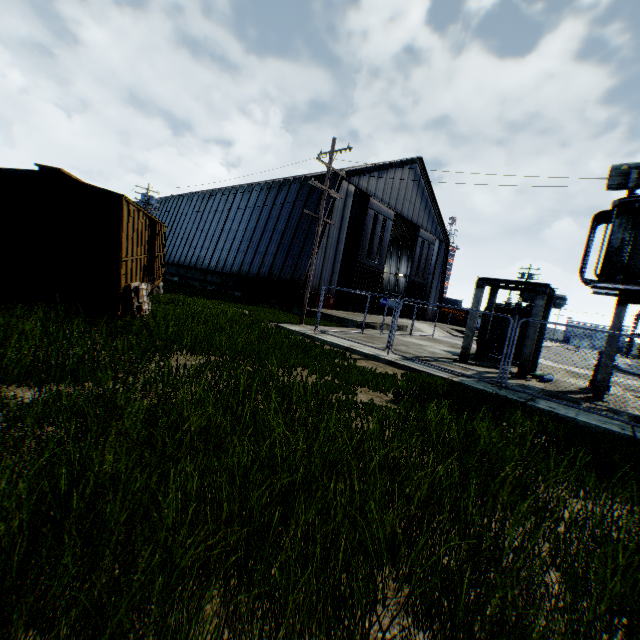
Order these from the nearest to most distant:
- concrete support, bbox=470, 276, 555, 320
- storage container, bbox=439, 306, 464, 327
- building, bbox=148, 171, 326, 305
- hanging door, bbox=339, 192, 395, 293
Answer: concrete support, bbox=470, 276, 555, 320
building, bbox=148, 171, 326, 305
hanging door, bbox=339, 192, 395, 293
storage container, bbox=439, 306, 464, 327

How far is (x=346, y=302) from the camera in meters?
29.9 m

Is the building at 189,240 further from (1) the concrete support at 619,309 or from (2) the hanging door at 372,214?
(1) the concrete support at 619,309

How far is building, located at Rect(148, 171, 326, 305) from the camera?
25.67m

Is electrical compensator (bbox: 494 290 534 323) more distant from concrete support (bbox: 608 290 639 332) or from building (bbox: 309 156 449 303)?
building (bbox: 309 156 449 303)

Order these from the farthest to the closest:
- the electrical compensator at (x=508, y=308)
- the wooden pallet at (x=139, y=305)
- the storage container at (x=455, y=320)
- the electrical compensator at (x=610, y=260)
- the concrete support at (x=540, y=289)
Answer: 1. the storage container at (x=455, y=320)
2. the electrical compensator at (x=508, y=308)
3. the concrete support at (x=540, y=289)
4. the electrical compensator at (x=610, y=260)
5. the wooden pallet at (x=139, y=305)

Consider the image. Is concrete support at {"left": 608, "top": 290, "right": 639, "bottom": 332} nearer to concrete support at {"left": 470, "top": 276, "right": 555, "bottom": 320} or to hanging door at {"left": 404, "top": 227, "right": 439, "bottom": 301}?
concrete support at {"left": 470, "top": 276, "right": 555, "bottom": 320}

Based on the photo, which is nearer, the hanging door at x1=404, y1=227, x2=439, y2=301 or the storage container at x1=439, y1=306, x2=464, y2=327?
the hanging door at x1=404, y1=227, x2=439, y2=301
